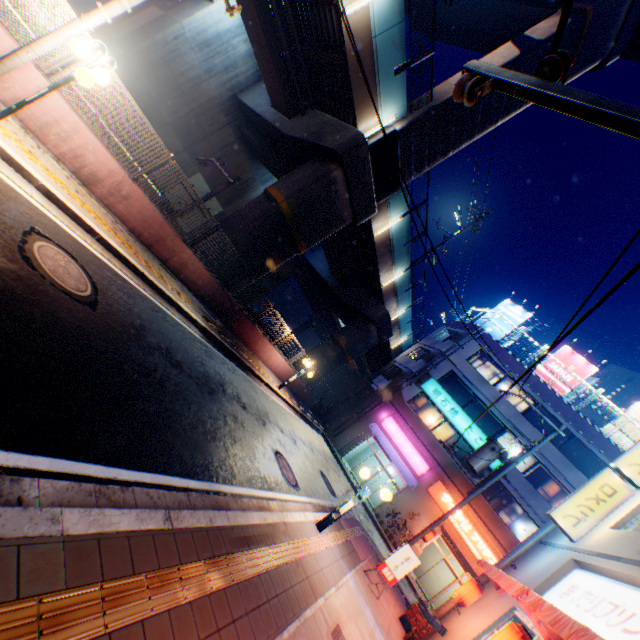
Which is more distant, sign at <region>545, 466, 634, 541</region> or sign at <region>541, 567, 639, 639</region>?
sign at <region>545, 466, 634, 541</region>

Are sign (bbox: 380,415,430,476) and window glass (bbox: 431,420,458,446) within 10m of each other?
yes

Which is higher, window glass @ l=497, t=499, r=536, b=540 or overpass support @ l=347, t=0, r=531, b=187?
overpass support @ l=347, t=0, r=531, b=187

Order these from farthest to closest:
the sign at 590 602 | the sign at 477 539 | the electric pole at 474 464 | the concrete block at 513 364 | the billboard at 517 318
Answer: the billboard at 517 318 → the concrete block at 513 364 → the sign at 477 539 → the electric pole at 474 464 → the sign at 590 602

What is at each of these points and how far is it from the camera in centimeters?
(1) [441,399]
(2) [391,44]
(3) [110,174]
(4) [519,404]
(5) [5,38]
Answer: (1) sign, 2508cm
(2) overpass support, 1183cm
(3) concrete block, 817cm
(4) window glass, 2419cm
(5) concrete block, 593cm

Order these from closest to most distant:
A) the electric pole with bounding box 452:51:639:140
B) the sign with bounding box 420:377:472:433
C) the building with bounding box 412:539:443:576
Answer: the electric pole with bounding box 452:51:639:140 < the building with bounding box 412:539:443:576 < the sign with bounding box 420:377:472:433

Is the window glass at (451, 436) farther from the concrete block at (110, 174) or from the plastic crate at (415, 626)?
the plastic crate at (415, 626)

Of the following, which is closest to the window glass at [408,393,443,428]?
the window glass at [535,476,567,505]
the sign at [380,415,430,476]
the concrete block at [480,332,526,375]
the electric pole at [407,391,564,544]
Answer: the sign at [380,415,430,476]
